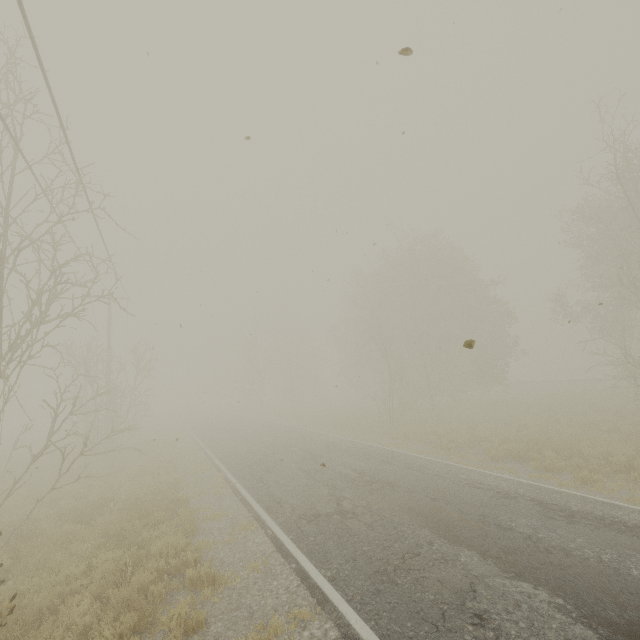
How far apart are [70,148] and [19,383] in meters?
6.5
